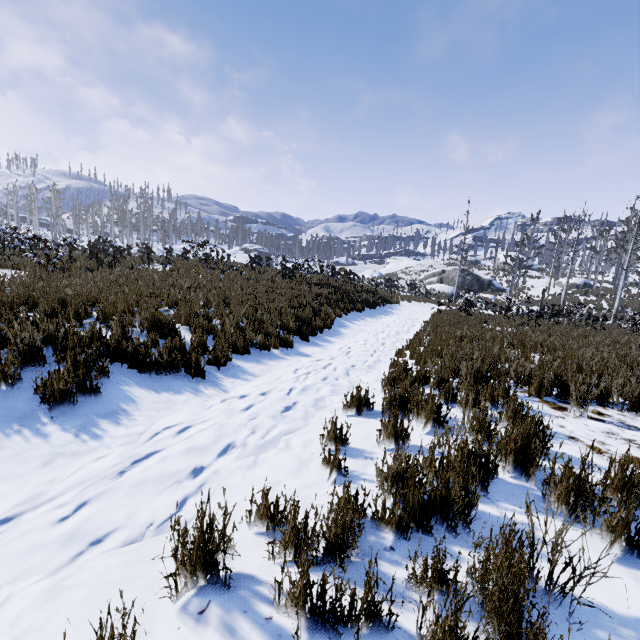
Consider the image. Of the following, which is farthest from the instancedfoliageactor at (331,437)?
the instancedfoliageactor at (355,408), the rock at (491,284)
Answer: the rock at (491,284)

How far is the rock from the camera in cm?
3997

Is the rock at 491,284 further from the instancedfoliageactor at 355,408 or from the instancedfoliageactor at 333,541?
the instancedfoliageactor at 333,541

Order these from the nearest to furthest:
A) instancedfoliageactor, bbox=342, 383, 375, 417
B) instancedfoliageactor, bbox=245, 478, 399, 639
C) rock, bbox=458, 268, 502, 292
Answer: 1. instancedfoliageactor, bbox=245, 478, 399, 639
2. instancedfoliageactor, bbox=342, 383, 375, 417
3. rock, bbox=458, 268, 502, 292

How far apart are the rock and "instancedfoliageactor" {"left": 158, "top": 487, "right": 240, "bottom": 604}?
42.7 meters

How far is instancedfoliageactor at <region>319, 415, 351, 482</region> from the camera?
2.8 meters

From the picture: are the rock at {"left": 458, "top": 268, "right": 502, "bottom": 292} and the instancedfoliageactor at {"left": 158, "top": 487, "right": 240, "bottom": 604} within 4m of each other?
no

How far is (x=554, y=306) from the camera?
23.1m
